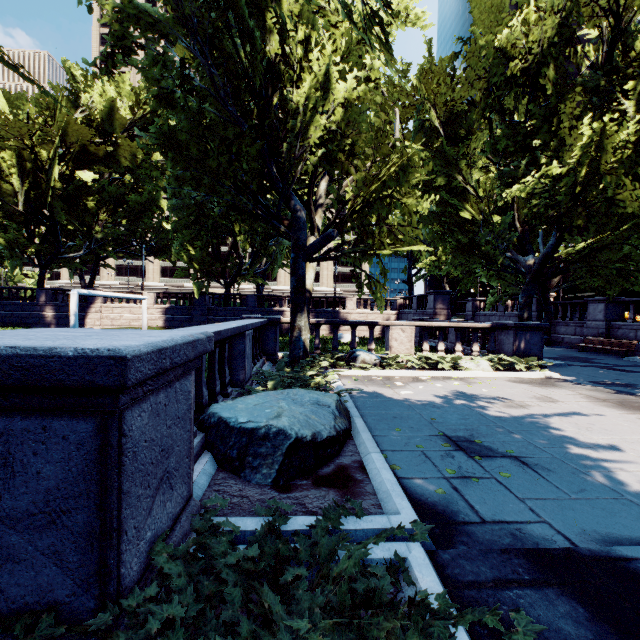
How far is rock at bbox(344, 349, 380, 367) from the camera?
11.1 meters

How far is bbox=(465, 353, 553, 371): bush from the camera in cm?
1108

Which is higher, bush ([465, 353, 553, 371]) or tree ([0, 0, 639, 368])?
tree ([0, 0, 639, 368])

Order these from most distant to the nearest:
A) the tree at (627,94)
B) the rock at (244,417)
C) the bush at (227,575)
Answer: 1. the tree at (627,94)
2. the rock at (244,417)
3. the bush at (227,575)

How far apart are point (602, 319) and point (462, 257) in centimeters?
996cm

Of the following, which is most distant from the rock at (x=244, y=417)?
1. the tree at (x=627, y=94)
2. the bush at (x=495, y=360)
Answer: the bush at (x=495, y=360)

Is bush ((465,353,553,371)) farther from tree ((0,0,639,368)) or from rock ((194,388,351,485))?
rock ((194,388,351,485))

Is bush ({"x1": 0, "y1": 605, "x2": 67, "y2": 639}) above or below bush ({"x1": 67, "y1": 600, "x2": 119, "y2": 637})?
below
